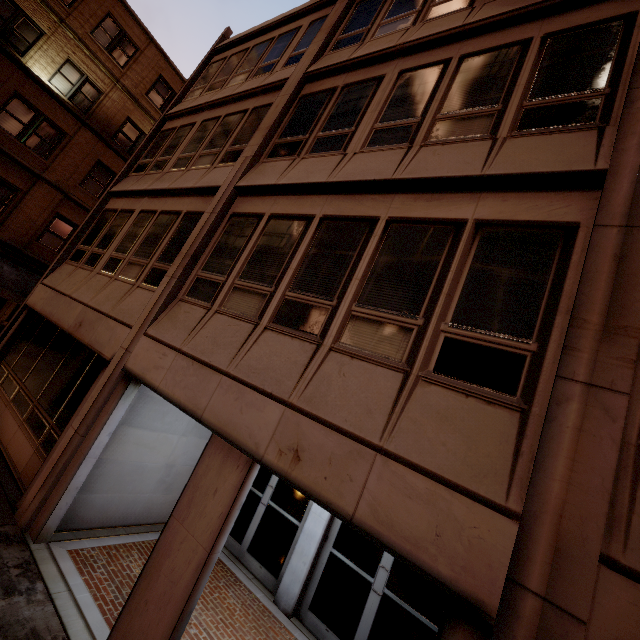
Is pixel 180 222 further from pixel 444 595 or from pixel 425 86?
pixel 444 595

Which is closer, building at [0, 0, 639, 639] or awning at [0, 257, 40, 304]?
building at [0, 0, 639, 639]

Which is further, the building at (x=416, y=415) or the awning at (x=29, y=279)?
the awning at (x=29, y=279)
